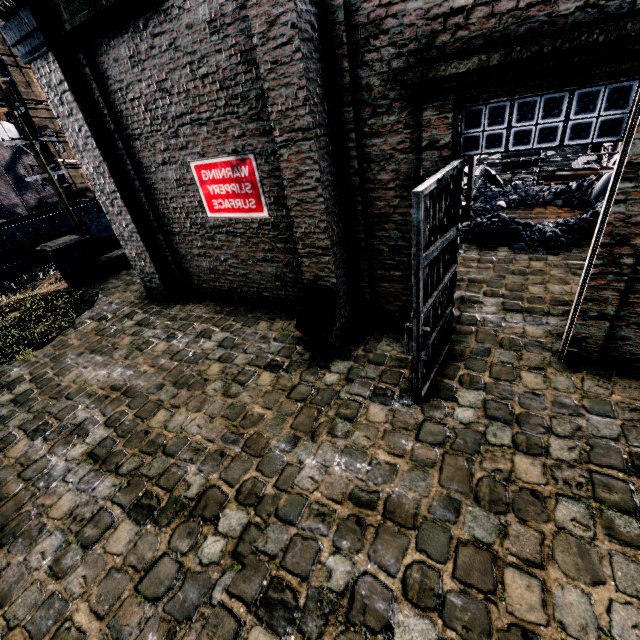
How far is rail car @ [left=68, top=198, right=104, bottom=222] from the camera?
24.4 meters

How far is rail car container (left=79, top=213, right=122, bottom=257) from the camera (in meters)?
13.74

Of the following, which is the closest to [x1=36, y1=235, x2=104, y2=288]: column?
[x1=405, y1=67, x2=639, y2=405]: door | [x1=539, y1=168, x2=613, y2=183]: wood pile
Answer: [x1=405, y1=67, x2=639, y2=405]: door

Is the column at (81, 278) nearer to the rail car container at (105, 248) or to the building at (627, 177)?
the rail car container at (105, 248)

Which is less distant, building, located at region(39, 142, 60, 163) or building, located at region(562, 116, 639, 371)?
building, located at region(562, 116, 639, 371)

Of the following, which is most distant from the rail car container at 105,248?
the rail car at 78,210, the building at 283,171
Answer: the rail car at 78,210

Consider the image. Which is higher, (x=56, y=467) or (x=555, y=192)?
(x=555, y=192)

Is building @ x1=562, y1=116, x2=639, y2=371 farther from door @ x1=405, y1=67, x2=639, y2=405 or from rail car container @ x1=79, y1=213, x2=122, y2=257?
rail car container @ x1=79, y1=213, x2=122, y2=257
